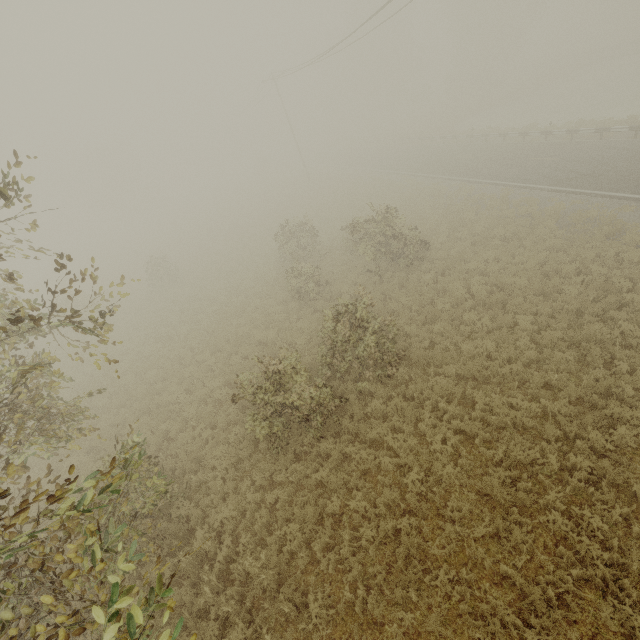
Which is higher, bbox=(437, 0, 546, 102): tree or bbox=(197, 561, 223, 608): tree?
bbox=(437, 0, 546, 102): tree

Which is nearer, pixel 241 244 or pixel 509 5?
pixel 241 244

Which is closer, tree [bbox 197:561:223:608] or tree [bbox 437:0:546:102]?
tree [bbox 197:561:223:608]

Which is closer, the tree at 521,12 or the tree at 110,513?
the tree at 110,513

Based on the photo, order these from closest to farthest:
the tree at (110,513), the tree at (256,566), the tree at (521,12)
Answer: the tree at (110,513) < the tree at (256,566) < the tree at (521,12)

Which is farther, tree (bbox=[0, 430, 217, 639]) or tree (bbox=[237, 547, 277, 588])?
tree (bbox=[237, 547, 277, 588])
